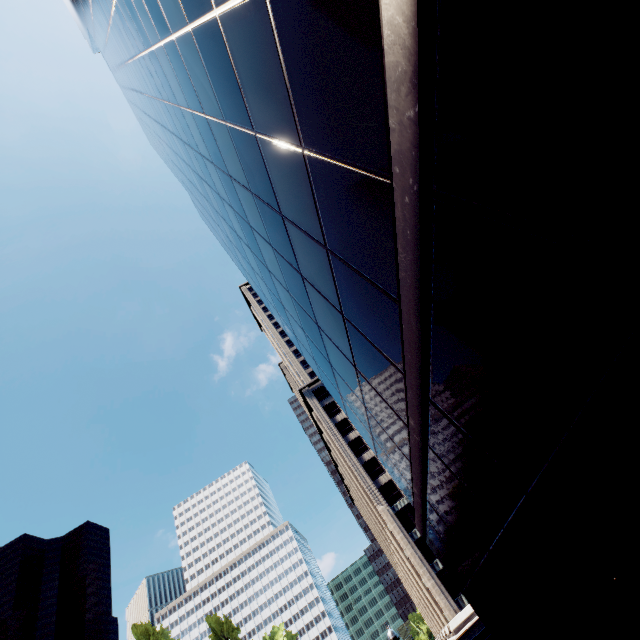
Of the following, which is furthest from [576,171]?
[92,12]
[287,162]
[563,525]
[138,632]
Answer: [138,632]

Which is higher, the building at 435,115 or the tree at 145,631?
the tree at 145,631

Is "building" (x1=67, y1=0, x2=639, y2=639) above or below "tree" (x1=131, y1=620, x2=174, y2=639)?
below

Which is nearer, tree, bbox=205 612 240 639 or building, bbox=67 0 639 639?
building, bbox=67 0 639 639

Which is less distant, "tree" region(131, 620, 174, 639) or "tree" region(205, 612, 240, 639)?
"tree" region(131, 620, 174, 639)

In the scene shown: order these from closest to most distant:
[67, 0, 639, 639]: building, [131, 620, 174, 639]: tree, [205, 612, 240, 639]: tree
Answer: [67, 0, 639, 639]: building
[131, 620, 174, 639]: tree
[205, 612, 240, 639]: tree

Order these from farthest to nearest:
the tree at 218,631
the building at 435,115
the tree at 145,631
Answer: the tree at 218,631
the tree at 145,631
the building at 435,115
